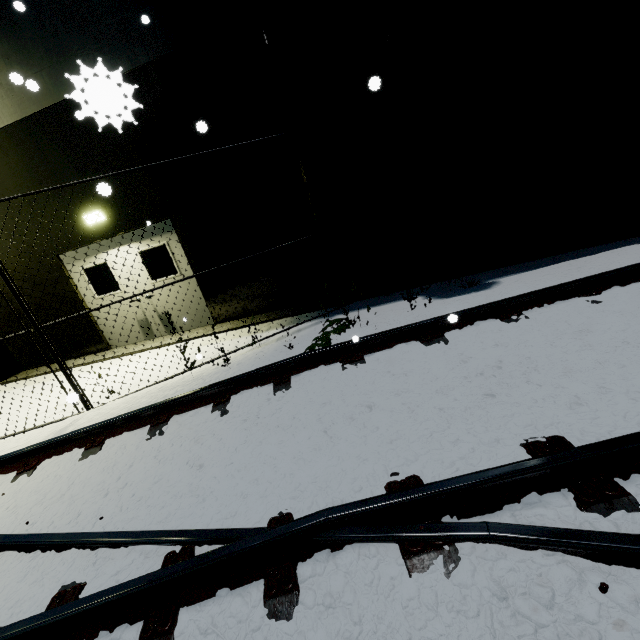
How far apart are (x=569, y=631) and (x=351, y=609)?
0.9m

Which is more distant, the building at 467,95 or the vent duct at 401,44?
the building at 467,95

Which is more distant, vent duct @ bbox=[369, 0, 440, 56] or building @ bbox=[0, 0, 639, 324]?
building @ bbox=[0, 0, 639, 324]
